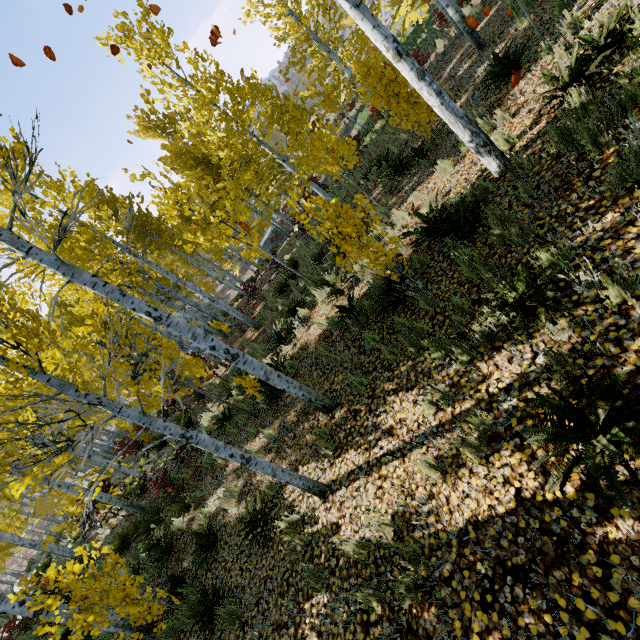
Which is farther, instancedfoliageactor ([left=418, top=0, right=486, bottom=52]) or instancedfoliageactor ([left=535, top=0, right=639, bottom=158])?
instancedfoliageactor ([left=418, top=0, right=486, bottom=52])

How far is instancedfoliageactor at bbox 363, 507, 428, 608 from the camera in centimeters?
285cm

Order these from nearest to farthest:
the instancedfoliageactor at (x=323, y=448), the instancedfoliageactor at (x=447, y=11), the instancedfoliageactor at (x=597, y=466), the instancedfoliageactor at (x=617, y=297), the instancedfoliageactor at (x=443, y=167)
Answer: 1. the instancedfoliageactor at (x=597, y=466)
2. the instancedfoliageactor at (x=617, y=297)
3. the instancedfoliageactor at (x=323, y=448)
4. the instancedfoliageactor at (x=443, y=167)
5. the instancedfoliageactor at (x=447, y=11)

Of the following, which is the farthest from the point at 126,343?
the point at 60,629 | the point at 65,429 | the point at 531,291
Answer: the point at 65,429

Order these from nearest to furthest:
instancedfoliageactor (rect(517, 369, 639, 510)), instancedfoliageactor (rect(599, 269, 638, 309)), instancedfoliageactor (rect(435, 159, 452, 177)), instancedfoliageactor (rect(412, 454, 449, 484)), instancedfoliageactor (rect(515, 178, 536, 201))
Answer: instancedfoliageactor (rect(517, 369, 639, 510)) < instancedfoliageactor (rect(599, 269, 638, 309)) < instancedfoliageactor (rect(412, 454, 449, 484)) < instancedfoliageactor (rect(515, 178, 536, 201)) < instancedfoliageactor (rect(435, 159, 452, 177))

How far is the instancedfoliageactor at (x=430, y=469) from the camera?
3.21m
